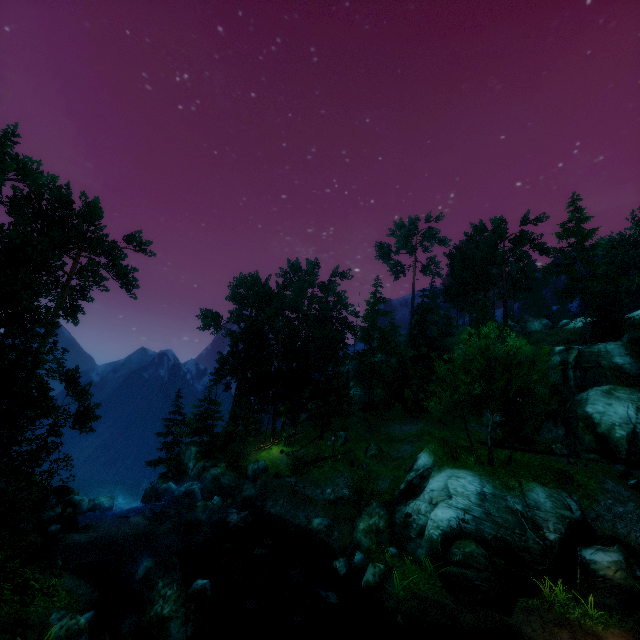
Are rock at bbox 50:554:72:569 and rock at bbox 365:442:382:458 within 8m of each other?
no

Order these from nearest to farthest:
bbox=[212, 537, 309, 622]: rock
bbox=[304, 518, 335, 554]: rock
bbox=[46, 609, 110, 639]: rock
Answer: bbox=[46, 609, 110, 639]: rock
bbox=[212, 537, 309, 622]: rock
bbox=[304, 518, 335, 554]: rock

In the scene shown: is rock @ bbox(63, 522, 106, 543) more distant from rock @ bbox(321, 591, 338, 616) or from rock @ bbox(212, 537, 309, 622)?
rock @ bbox(321, 591, 338, 616)

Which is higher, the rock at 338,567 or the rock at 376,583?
the rock at 376,583

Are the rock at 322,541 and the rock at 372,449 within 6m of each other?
no

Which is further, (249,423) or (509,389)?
(249,423)

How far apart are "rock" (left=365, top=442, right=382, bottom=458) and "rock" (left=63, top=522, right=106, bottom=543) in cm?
2300

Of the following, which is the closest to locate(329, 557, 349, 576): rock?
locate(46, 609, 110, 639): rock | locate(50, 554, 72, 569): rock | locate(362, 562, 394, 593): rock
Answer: locate(362, 562, 394, 593): rock
